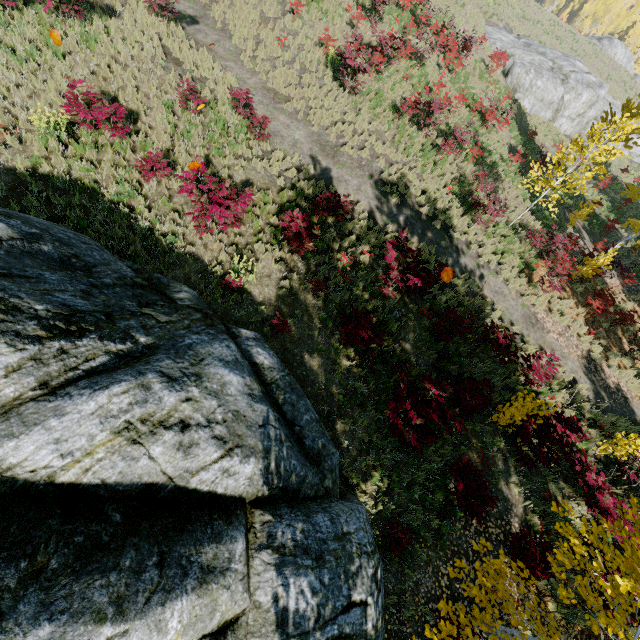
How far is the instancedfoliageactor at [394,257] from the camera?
9.0m

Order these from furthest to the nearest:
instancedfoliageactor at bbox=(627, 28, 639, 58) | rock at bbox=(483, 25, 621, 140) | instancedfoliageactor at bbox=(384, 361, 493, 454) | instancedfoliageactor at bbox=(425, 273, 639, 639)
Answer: instancedfoliageactor at bbox=(627, 28, 639, 58), rock at bbox=(483, 25, 621, 140), instancedfoliageactor at bbox=(384, 361, 493, 454), instancedfoliageactor at bbox=(425, 273, 639, 639)

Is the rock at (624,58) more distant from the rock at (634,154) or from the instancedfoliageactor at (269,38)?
the rock at (634,154)

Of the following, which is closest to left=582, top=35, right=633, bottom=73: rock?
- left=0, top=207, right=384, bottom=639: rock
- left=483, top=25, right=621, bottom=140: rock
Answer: left=483, top=25, right=621, bottom=140: rock

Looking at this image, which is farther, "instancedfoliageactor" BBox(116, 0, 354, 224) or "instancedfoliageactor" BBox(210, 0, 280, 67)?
"instancedfoliageactor" BBox(210, 0, 280, 67)

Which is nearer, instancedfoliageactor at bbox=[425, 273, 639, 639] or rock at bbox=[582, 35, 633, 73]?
instancedfoliageactor at bbox=[425, 273, 639, 639]

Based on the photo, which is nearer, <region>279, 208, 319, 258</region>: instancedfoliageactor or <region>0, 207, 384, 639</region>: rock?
<region>0, 207, 384, 639</region>: rock

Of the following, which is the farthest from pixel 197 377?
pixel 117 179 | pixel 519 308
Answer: pixel 519 308
